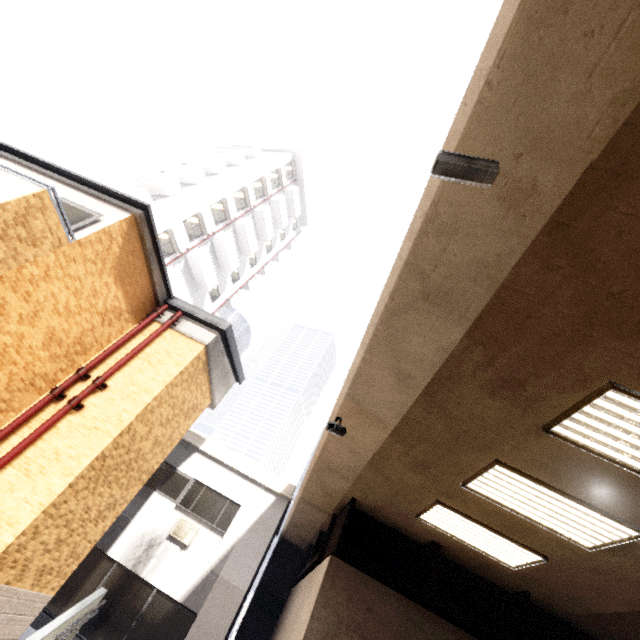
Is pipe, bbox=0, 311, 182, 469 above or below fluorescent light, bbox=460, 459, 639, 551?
below

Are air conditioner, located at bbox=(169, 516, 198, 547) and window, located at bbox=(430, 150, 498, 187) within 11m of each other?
no

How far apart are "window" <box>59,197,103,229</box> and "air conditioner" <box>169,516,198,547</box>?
9.7m

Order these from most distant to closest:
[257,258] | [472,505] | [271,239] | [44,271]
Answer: [271,239] → [257,258] → [44,271] → [472,505]

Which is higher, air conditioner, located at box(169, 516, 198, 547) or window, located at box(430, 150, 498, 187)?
window, located at box(430, 150, 498, 187)

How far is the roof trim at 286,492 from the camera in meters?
12.0 m

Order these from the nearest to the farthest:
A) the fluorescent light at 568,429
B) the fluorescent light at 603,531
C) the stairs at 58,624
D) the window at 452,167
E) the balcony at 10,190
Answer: the window at 452,167
the fluorescent light at 568,429
the fluorescent light at 603,531
the balcony at 10,190
the stairs at 58,624

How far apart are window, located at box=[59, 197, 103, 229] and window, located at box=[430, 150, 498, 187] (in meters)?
7.00
